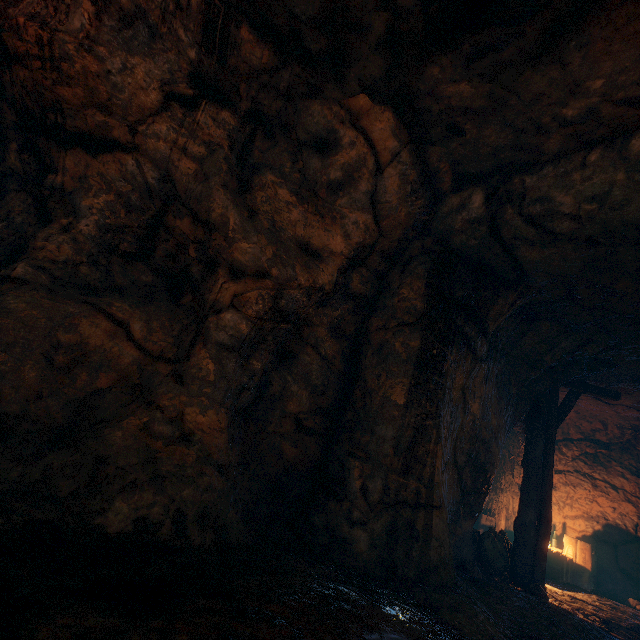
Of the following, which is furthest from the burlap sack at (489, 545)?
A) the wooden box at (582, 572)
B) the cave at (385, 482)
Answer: the wooden box at (582, 572)

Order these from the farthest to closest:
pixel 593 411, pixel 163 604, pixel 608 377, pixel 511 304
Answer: pixel 593 411, pixel 608 377, pixel 511 304, pixel 163 604

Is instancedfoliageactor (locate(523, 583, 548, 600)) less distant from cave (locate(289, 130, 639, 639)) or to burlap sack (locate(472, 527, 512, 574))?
cave (locate(289, 130, 639, 639))

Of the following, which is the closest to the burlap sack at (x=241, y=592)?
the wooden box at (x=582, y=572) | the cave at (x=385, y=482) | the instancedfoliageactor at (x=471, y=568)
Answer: the cave at (x=385, y=482)

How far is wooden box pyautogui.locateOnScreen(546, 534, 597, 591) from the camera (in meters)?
8.24

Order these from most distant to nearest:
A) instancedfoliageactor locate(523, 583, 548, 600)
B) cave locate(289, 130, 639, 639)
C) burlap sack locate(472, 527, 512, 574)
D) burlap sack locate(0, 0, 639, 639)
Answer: burlap sack locate(472, 527, 512, 574) < instancedfoliageactor locate(523, 583, 548, 600) < cave locate(289, 130, 639, 639) < burlap sack locate(0, 0, 639, 639)

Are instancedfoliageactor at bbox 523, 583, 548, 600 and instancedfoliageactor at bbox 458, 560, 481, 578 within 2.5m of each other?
yes
